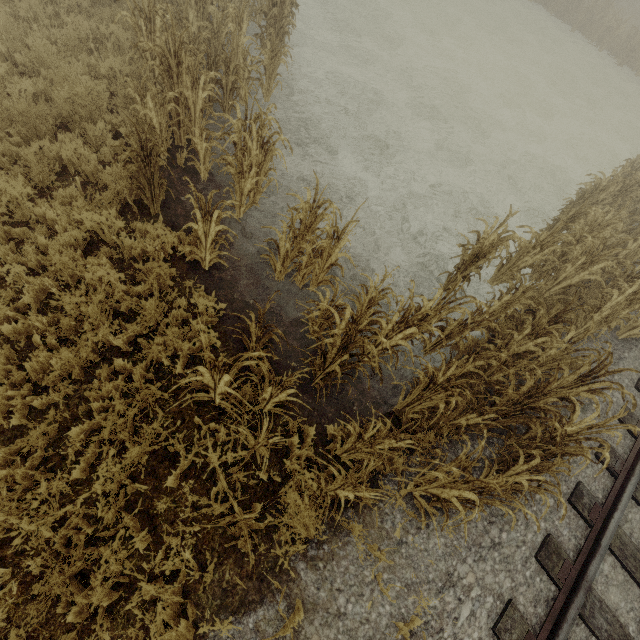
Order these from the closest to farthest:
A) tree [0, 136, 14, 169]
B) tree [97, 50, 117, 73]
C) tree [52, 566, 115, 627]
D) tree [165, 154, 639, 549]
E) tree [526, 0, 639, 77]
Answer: tree [52, 566, 115, 627] → tree [165, 154, 639, 549] → tree [0, 136, 14, 169] → tree [97, 50, 117, 73] → tree [526, 0, 639, 77]

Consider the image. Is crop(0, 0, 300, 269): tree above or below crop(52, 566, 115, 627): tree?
above

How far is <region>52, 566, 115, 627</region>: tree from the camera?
2.9m

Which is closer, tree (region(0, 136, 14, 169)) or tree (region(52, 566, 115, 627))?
tree (region(52, 566, 115, 627))

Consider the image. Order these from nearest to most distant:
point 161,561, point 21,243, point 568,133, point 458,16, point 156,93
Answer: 1. point 161,561
2. point 21,243
3. point 156,93
4. point 568,133
5. point 458,16

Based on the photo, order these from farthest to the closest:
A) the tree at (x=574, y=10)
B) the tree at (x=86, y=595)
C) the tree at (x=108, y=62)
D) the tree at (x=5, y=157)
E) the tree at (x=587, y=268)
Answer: the tree at (x=574, y=10) < the tree at (x=108, y=62) < the tree at (x=5, y=157) < the tree at (x=587, y=268) < the tree at (x=86, y=595)

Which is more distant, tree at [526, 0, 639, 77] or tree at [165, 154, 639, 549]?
tree at [526, 0, 639, 77]

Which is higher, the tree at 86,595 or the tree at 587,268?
the tree at 587,268
